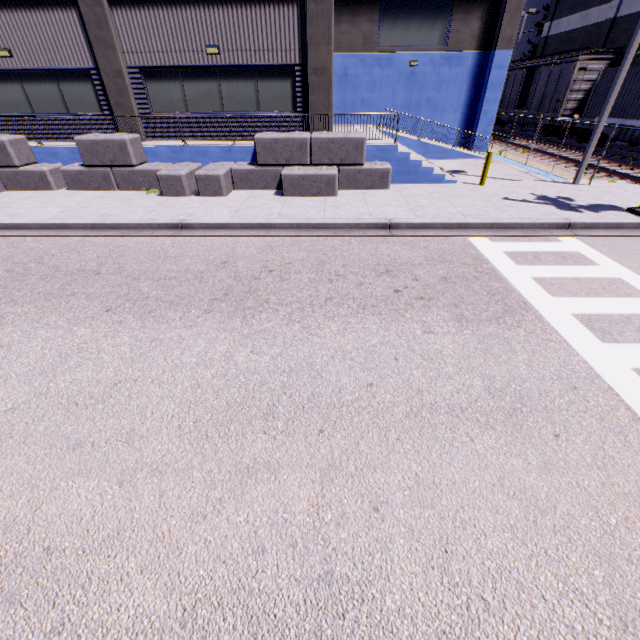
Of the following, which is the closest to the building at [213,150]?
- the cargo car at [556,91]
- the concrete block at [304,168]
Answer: the concrete block at [304,168]

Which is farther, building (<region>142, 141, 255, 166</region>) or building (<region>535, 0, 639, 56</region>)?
building (<region>535, 0, 639, 56</region>)

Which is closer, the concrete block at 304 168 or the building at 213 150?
the concrete block at 304 168

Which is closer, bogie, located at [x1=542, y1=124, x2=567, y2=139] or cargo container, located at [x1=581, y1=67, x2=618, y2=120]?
cargo container, located at [x1=581, y1=67, x2=618, y2=120]

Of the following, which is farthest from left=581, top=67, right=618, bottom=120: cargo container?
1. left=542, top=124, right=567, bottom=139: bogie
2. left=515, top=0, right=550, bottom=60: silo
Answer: left=515, top=0, right=550, bottom=60: silo

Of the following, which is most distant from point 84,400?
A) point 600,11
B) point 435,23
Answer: point 600,11

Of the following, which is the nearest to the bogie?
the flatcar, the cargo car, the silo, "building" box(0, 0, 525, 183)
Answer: the cargo car

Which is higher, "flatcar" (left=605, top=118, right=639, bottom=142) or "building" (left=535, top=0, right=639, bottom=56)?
"building" (left=535, top=0, right=639, bottom=56)
